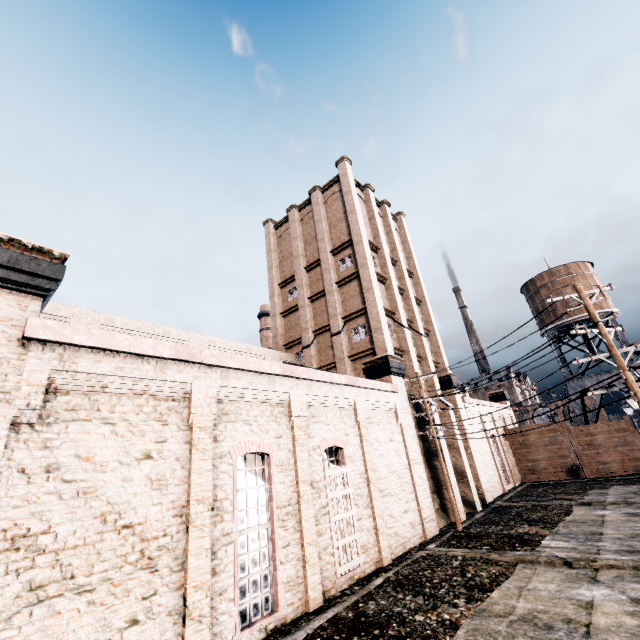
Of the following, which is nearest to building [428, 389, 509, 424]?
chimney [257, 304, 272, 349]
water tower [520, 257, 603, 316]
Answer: water tower [520, 257, 603, 316]

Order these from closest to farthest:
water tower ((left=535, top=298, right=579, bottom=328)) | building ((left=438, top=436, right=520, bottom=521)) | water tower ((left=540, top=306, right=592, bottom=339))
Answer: building ((left=438, top=436, right=520, bottom=521)) → water tower ((left=540, top=306, right=592, bottom=339)) → water tower ((left=535, top=298, right=579, bottom=328))

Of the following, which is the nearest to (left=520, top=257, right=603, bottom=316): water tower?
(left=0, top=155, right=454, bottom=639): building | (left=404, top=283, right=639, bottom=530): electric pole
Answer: (left=0, top=155, right=454, bottom=639): building

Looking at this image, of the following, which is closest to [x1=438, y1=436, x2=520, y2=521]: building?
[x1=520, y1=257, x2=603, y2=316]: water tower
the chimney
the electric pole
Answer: the electric pole

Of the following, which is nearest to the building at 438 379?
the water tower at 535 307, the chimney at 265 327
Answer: the water tower at 535 307

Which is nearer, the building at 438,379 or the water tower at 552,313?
the building at 438,379

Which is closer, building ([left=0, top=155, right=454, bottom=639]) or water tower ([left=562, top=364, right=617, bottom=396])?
building ([left=0, top=155, right=454, bottom=639])

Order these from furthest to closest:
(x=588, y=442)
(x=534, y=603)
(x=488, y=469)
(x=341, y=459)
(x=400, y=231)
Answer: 1. (x=400, y=231)
2. (x=588, y=442)
3. (x=488, y=469)
4. (x=341, y=459)
5. (x=534, y=603)
